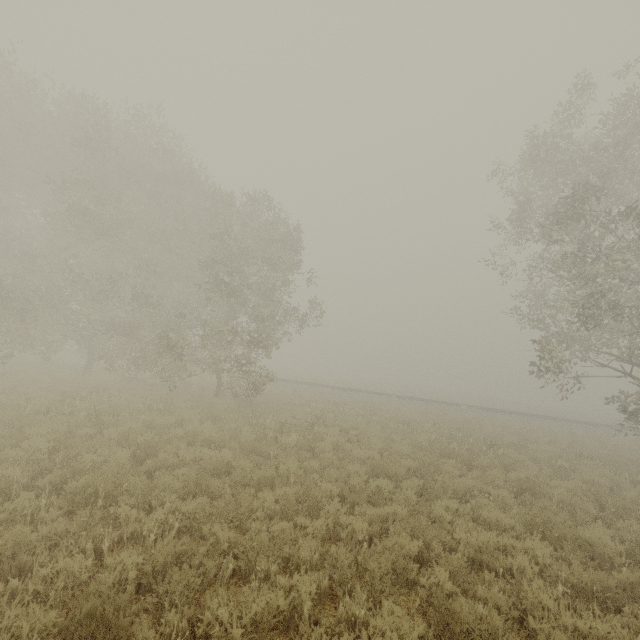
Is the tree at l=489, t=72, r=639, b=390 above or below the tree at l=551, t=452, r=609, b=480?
above

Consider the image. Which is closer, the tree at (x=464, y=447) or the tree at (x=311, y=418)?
the tree at (x=311, y=418)

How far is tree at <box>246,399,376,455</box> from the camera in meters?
10.7

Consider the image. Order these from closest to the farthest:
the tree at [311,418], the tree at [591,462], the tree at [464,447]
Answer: the tree at [311,418] → the tree at [591,462] → the tree at [464,447]

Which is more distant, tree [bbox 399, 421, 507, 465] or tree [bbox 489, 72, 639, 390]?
tree [bbox 399, 421, 507, 465]

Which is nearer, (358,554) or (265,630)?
(265,630)
